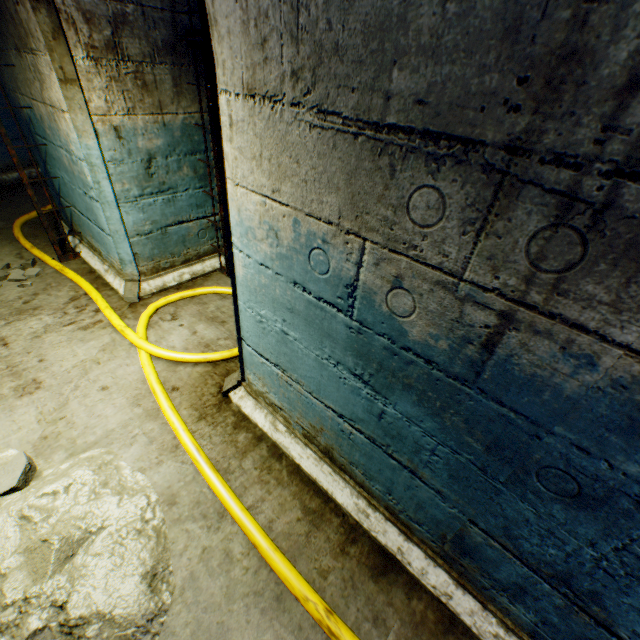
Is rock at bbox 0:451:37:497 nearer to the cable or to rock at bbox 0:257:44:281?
the cable

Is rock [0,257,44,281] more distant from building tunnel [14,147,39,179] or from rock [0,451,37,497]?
rock [0,451,37,497]

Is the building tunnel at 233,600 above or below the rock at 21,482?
below

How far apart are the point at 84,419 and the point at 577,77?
2.89m

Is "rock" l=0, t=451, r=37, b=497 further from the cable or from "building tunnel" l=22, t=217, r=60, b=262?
the cable

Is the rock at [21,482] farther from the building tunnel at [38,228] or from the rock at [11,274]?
the rock at [11,274]

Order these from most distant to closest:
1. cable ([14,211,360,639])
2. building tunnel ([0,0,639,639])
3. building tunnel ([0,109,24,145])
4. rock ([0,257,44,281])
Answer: building tunnel ([0,109,24,145]), rock ([0,257,44,281]), cable ([14,211,360,639]), building tunnel ([0,0,639,639])
